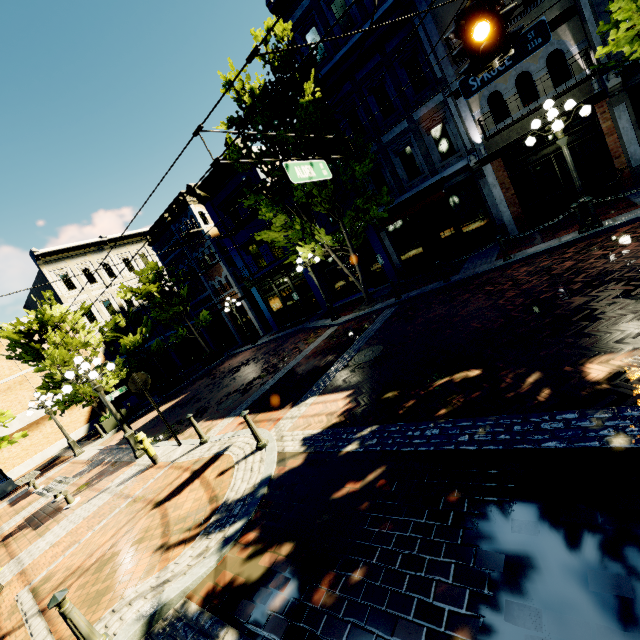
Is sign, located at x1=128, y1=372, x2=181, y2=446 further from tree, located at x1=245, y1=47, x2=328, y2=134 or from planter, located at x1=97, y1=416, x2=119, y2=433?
planter, located at x1=97, y1=416, x2=119, y2=433

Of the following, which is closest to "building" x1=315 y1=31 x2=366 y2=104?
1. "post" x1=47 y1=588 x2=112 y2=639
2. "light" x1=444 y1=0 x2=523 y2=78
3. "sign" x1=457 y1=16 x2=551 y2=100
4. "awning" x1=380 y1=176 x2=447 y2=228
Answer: "awning" x1=380 y1=176 x2=447 y2=228

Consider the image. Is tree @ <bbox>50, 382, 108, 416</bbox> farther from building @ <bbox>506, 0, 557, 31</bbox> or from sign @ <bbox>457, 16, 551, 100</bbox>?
sign @ <bbox>457, 16, 551, 100</bbox>

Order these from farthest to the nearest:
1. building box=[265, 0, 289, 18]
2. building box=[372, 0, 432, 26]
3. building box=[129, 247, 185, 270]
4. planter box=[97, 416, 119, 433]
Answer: building box=[129, 247, 185, 270], planter box=[97, 416, 119, 433], building box=[265, 0, 289, 18], building box=[372, 0, 432, 26]

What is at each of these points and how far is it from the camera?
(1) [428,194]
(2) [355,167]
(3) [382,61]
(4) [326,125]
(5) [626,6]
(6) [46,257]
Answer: (1) awning, 13.6 meters
(2) tree, 12.1 meters
(3) building, 13.8 meters
(4) tree, 12.6 meters
(5) tree, 6.8 meters
(6) building, 24.8 meters

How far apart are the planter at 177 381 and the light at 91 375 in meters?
10.2 m

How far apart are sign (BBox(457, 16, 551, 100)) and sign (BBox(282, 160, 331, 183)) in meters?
3.5

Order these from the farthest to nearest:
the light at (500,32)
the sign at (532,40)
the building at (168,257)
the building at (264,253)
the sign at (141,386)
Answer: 1. the building at (168,257)
2. the building at (264,253)
3. the sign at (141,386)
4. the sign at (532,40)
5. the light at (500,32)
